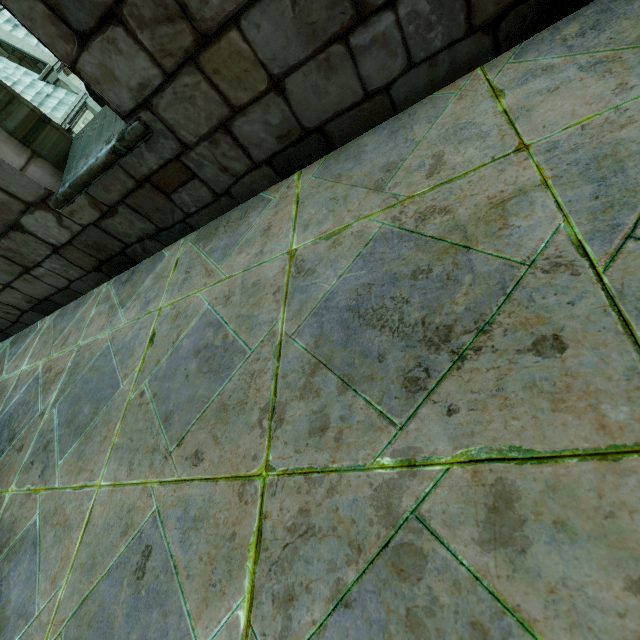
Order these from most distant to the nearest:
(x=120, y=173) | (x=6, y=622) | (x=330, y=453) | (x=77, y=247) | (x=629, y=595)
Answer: (x=77, y=247) → (x=120, y=173) → (x=6, y=622) → (x=330, y=453) → (x=629, y=595)
